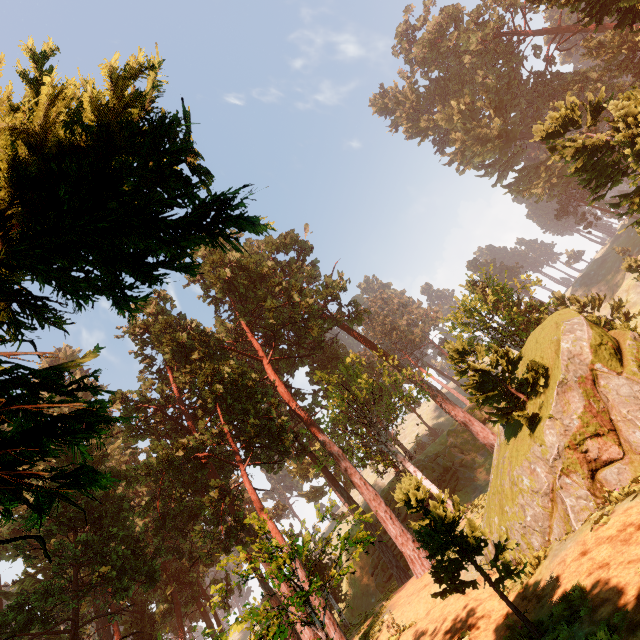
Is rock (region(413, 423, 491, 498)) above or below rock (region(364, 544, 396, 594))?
above

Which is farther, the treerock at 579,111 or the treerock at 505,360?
the treerock at 579,111

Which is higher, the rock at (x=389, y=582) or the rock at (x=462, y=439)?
the rock at (x=462, y=439)

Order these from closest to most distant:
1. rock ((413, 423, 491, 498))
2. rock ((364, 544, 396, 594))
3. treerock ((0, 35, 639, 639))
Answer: treerock ((0, 35, 639, 639)) < rock ((364, 544, 396, 594)) < rock ((413, 423, 491, 498))

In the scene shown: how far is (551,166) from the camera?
53.94m

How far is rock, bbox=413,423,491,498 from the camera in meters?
38.2 m

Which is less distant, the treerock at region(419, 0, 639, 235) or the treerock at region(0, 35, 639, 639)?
the treerock at region(0, 35, 639, 639)

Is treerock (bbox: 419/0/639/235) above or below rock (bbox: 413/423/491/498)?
above
